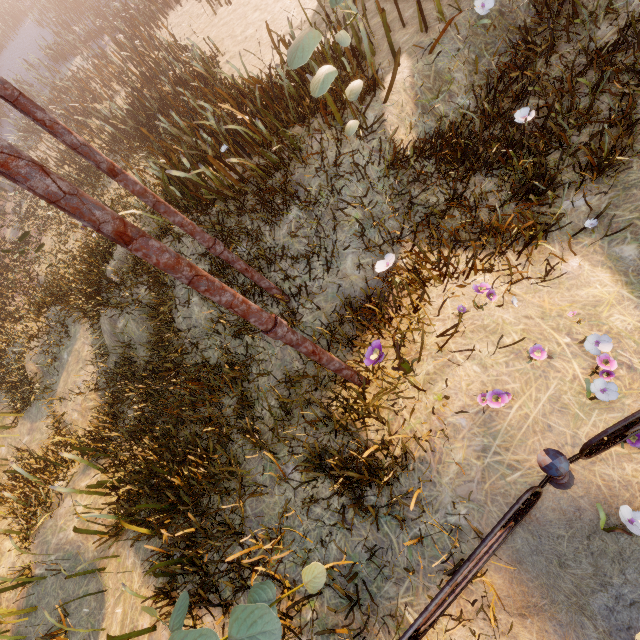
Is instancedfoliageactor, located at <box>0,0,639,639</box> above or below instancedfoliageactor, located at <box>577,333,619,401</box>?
above

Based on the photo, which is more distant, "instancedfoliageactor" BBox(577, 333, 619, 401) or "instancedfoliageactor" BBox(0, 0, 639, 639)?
"instancedfoliageactor" BBox(0, 0, 639, 639)

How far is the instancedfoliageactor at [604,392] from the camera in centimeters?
253cm

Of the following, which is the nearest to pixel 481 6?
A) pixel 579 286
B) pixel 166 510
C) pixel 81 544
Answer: pixel 579 286

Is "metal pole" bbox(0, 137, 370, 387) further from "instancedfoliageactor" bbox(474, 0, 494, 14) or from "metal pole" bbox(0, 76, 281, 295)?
"instancedfoliageactor" bbox(474, 0, 494, 14)

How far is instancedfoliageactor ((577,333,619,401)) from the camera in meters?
2.5

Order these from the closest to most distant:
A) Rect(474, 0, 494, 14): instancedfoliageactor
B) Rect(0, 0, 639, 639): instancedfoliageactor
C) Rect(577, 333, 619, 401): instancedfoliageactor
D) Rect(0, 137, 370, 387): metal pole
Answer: Rect(0, 137, 370, 387): metal pole → Rect(577, 333, 619, 401): instancedfoliageactor → Rect(0, 0, 639, 639): instancedfoliageactor → Rect(474, 0, 494, 14): instancedfoliageactor

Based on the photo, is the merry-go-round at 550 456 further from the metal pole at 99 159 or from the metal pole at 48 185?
the metal pole at 99 159
